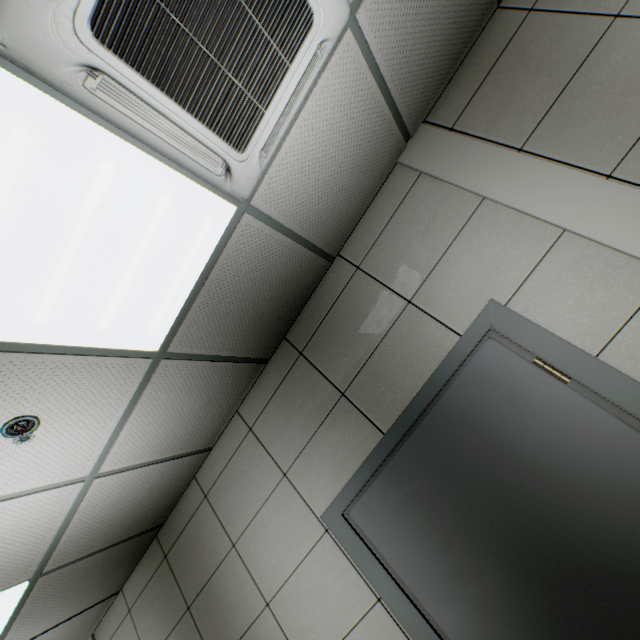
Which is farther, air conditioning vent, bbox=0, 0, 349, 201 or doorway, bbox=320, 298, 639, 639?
doorway, bbox=320, 298, 639, 639

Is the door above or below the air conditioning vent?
below

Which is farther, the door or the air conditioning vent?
the door

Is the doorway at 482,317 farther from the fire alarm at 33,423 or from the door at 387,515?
the fire alarm at 33,423

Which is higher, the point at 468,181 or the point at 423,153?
the point at 423,153

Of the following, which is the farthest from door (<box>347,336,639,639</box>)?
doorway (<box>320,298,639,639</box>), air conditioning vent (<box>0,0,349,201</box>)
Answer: air conditioning vent (<box>0,0,349,201</box>)

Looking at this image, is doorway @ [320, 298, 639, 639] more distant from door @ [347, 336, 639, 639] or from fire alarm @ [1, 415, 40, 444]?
fire alarm @ [1, 415, 40, 444]

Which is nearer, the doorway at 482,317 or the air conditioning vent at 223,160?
the air conditioning vent at 223,160
